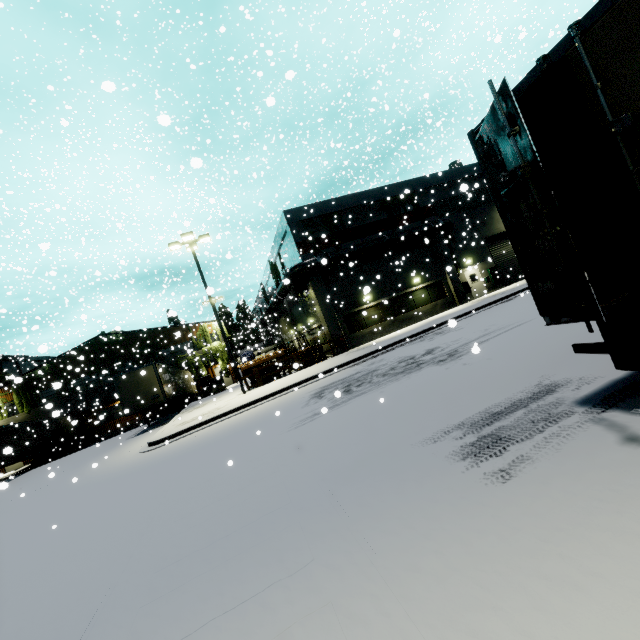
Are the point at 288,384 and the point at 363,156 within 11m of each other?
no

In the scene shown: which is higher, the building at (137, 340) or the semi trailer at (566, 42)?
the building at (137, 340)

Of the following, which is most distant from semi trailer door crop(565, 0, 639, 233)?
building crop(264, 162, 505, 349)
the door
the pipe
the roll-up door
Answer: the door

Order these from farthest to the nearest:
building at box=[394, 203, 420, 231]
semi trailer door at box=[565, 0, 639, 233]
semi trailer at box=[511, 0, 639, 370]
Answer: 1. building at box=[394, 203, 420, 231]
2. semi trailer at box=[511, 0, 639, 370]
3. semi trailer door at box=[565, 0, 639, 233]

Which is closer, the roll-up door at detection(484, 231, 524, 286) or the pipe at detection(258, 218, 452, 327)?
the pipe at detection(258, 218, 452, 327)

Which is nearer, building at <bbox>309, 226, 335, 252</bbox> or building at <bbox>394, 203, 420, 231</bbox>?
building at <bbox>309, 226, 335, 252</bbox>

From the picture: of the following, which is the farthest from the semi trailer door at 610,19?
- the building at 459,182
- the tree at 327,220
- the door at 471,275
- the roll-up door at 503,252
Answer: the tree at 327,220

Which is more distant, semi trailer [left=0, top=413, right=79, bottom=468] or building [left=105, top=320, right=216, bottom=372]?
building [left=105, top=320, right=216, bottom=372]
